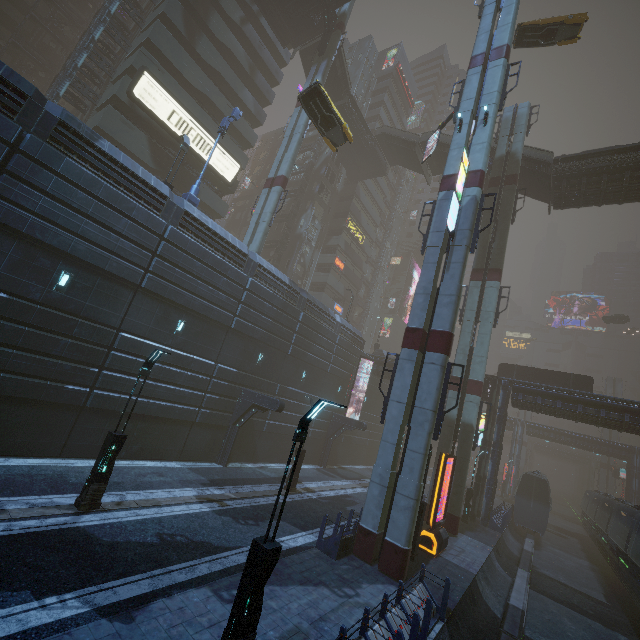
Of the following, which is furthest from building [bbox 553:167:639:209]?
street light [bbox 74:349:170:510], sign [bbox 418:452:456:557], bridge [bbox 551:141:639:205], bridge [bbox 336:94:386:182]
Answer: street light [bbox 74:349:170:510]

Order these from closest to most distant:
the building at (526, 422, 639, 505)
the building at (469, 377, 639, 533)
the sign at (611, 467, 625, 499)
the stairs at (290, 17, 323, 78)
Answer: the building at (469, 377, 639, 533)
the stairs at (290, 17, 323, 78)
the building at (526, 422, 639, 505)
the sign at (611, 467, 625, 499)

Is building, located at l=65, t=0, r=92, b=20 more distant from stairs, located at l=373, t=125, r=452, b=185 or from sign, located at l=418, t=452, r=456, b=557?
sign, located at l=418, t=452, r=456, b=557

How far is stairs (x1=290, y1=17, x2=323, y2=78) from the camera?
33.96m

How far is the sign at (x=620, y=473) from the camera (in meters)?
49.00

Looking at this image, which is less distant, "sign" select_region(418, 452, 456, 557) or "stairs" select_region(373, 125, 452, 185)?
"sign" select_region(418, 452, 456, 557)

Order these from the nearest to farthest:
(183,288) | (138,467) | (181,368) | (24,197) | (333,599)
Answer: (333,599) < (24,197) < (138,467) < (183,288) < (181,368)

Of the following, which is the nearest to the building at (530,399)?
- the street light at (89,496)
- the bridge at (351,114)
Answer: the bridge at (351,114)
